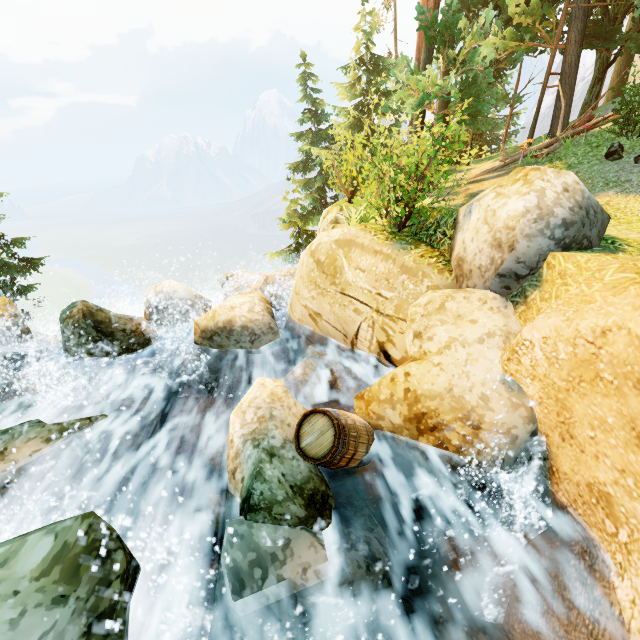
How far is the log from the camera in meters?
12.2 m

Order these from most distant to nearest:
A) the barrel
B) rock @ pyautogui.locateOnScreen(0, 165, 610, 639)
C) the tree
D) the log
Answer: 1. the log
2. the tree
3. the barrel
4. rock @ pyautogui.locateOnScreen(0, 165, 610, 639)

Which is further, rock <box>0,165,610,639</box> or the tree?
the tree

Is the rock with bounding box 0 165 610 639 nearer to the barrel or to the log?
the barrel

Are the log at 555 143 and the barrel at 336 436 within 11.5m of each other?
no

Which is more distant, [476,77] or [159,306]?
[476,77]

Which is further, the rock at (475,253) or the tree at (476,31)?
the tree at (476,31)

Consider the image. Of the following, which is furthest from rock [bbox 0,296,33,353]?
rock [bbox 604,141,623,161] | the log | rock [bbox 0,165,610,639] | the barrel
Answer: rock [bbox 604,141,623,161]
